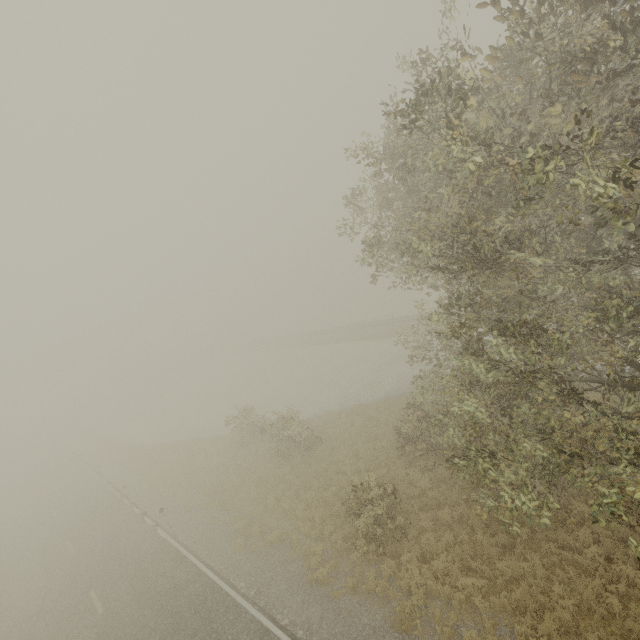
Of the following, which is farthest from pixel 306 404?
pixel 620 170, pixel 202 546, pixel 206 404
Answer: pixel 620 170
